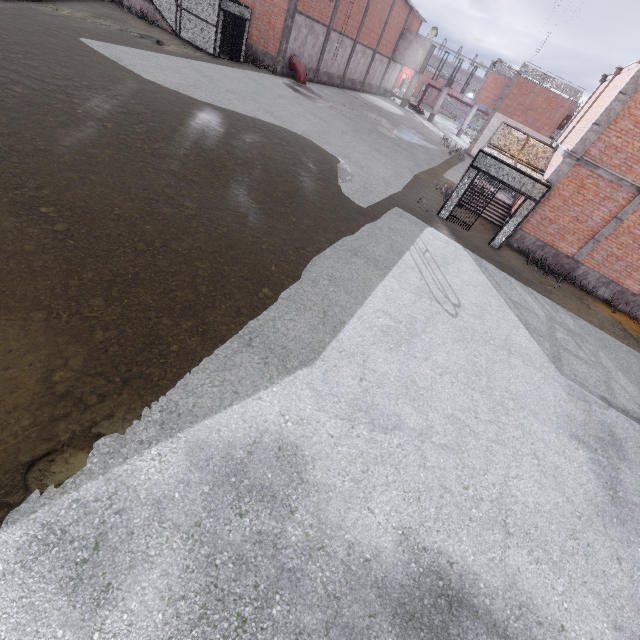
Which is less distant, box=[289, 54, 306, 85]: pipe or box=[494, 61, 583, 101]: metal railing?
box=[289, 54, 306, 85]: pipe

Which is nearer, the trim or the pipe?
the trim

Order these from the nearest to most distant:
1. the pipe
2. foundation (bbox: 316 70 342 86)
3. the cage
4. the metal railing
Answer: the cage < the pipe < the metal railing < foundation (bbox: 316 70 342 86)

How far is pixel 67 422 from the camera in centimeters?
358cm

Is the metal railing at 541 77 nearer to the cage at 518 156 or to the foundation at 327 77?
the cage at 518 156

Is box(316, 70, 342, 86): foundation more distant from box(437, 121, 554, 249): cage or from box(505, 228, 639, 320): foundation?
box(505, 228, 639, 320): foundation

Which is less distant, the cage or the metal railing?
the cage

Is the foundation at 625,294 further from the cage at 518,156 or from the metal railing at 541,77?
the metal railing at 541,77
